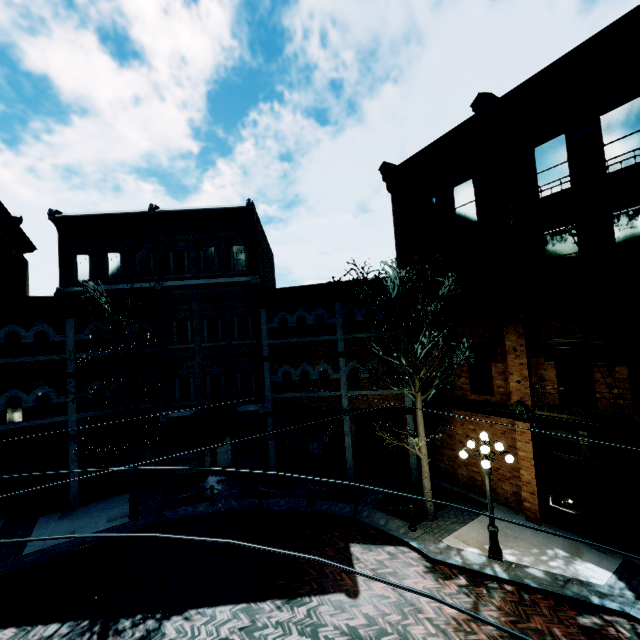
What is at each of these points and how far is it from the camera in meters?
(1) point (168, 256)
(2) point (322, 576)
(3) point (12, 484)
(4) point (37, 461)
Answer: (1) building, 17.2 m
(2) z, 9.6 m
(3) building, 14.6 m
(4) building, 14.2 m

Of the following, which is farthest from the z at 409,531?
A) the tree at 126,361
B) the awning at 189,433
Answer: the awning at 189,433

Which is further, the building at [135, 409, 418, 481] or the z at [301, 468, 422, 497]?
the building at [135, 409, 418, 481]

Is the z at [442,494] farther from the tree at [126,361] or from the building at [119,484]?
the tree at [126,361]

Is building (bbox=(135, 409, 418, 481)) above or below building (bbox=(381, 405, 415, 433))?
below

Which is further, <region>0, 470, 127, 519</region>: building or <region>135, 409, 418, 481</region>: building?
<region>135, 409, 418, 481</region>: building

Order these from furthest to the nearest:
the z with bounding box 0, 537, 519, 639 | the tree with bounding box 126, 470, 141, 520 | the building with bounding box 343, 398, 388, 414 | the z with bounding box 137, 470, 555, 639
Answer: the building with bounding box 343, 398, 388, 414 < the tree with bounding box 126, 470, 141, 520 < the z with bounding box 137, 470, 555, 639 < the z with bounding box 0, 537, 519, 639

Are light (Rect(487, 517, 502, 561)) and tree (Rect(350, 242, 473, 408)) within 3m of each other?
yes
